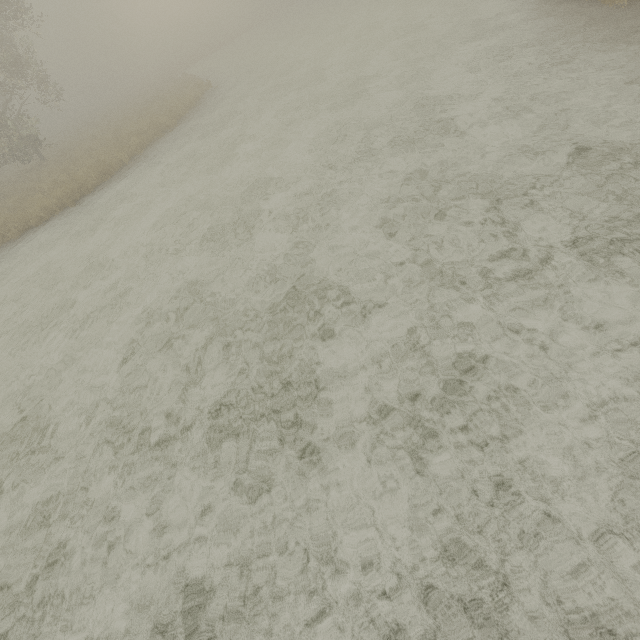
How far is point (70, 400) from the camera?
5.62m
